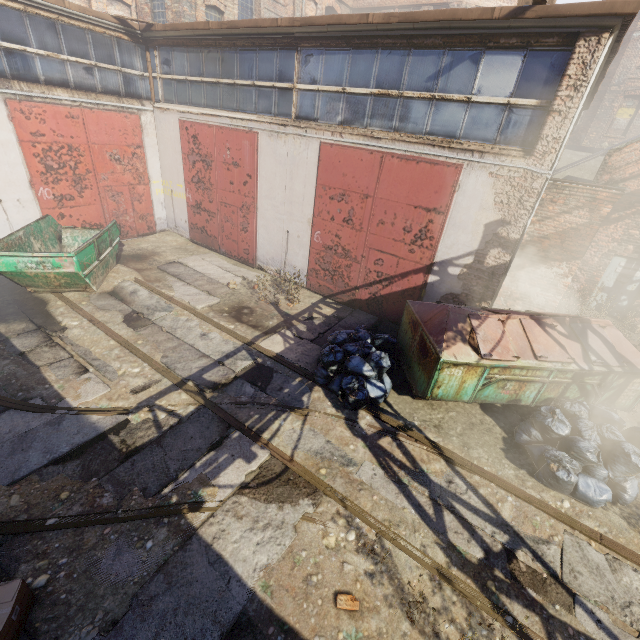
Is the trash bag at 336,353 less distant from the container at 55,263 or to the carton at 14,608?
the carton at 14,608

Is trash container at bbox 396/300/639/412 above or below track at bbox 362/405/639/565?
above

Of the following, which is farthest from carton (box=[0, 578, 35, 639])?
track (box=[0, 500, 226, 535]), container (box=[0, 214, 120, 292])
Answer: container (box=[0, 214, 120, 292])

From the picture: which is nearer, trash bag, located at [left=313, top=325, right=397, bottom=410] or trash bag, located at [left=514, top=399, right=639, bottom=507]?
trash bag, located at [left=514, top=399, right=639, bottom=507]

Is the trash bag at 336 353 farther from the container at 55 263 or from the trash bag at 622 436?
the container at 55 263

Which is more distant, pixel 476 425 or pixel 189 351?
pixel 189 351

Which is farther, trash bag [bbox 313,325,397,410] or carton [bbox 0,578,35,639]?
trash bag [bbox 313,325,397,410]

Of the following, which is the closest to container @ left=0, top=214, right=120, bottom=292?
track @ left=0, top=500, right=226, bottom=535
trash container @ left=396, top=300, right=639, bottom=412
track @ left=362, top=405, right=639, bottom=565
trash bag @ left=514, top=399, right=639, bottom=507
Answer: track @ left=362, top=405, right=639, bottom=565
